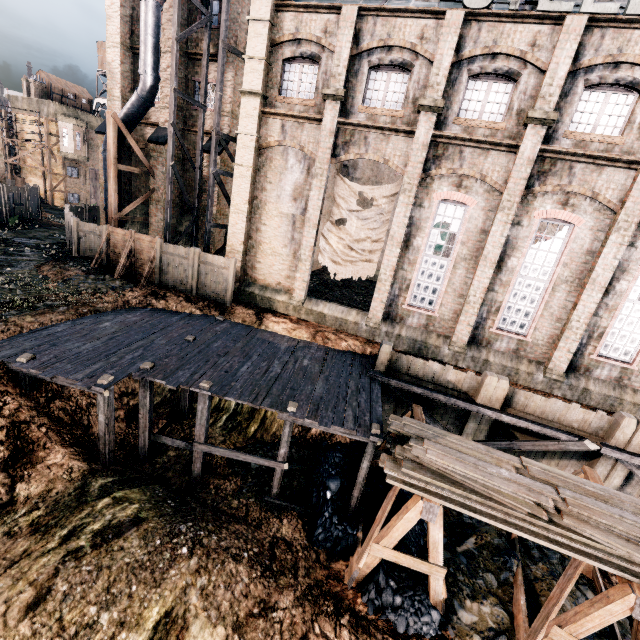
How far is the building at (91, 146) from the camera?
39.19m

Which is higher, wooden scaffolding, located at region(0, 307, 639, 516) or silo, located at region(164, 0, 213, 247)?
silo, located at region(164, 0, 213, 247)

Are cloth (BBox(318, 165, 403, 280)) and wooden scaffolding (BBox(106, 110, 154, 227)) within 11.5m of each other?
no

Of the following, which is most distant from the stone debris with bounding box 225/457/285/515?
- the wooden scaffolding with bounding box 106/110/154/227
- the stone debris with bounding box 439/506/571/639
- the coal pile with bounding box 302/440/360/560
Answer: the wooden scaffolding with bounding box 106/110/154/227

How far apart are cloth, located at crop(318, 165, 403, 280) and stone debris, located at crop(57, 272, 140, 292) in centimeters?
1070cm

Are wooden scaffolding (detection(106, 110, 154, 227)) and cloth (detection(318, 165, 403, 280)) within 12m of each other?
no

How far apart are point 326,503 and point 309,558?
1.7m

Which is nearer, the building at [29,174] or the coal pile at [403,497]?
the coal pile at [403,497]
